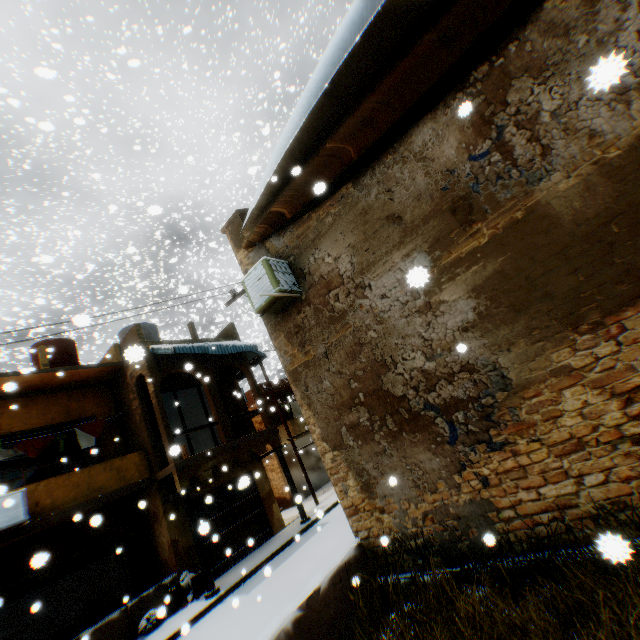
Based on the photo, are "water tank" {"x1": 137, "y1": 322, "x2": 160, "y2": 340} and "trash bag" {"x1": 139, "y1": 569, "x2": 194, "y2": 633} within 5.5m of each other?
no

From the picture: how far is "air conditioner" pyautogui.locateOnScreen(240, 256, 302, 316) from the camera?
6.2m

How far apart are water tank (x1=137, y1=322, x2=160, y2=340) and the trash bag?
8.3m

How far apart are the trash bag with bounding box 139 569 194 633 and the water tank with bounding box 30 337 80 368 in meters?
9.3 m

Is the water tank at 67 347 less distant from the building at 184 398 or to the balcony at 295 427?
the building at 184 398

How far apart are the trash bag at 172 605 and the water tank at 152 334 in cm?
827

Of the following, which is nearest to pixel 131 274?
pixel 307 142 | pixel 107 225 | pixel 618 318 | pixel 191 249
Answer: pixel 191 249

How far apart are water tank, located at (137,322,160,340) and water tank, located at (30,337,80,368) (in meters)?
1.89
